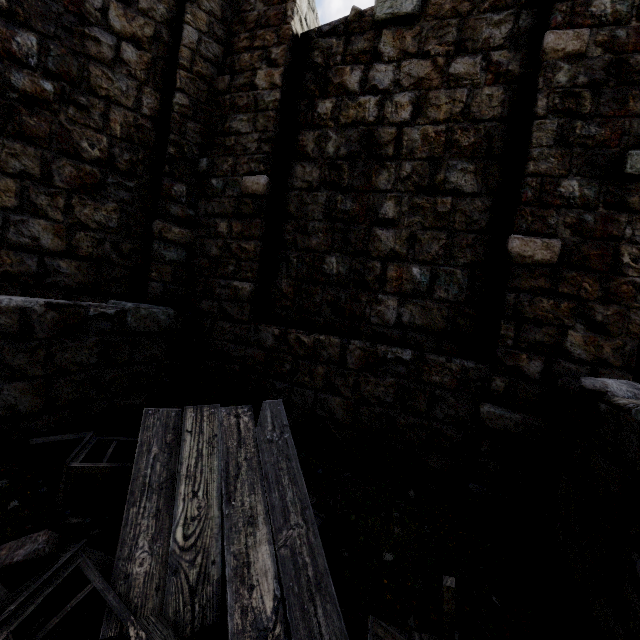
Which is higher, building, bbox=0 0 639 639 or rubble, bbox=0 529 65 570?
building, bbox=0 0 639 639

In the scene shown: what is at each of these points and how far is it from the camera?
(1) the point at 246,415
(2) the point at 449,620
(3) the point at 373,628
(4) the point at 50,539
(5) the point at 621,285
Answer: (1) broken furniture, 3.5m
(2) broken furniture, 1.9m
(3) broken furniture, 2.0m
(4) rubble, 2.4m
(5) building, 3.4m

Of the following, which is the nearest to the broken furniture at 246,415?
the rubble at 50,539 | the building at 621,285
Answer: the rubble at 50,539

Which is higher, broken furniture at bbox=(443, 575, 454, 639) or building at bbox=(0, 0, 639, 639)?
building at bbox=(0, 0, 639, 639)

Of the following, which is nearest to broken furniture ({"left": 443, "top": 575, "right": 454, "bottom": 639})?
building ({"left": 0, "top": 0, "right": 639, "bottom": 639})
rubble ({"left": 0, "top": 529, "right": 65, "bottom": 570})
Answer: rubble ({"left": 0, "top": 529, "right": 65, "bottom": 570})

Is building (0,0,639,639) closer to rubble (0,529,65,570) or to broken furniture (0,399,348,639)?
rubble (0,529,65,570)

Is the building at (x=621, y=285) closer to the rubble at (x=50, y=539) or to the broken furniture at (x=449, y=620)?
the rubble at (x=50, y=539)
